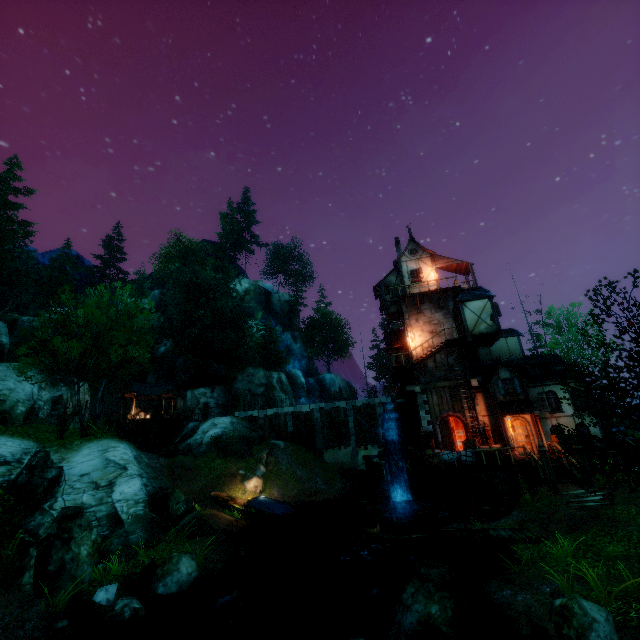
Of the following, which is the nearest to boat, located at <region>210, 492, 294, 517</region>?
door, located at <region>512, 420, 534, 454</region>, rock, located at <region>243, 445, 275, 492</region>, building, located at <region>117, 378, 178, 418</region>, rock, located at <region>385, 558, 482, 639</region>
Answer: rock, located at <region>243, 445, 275, 492</region>

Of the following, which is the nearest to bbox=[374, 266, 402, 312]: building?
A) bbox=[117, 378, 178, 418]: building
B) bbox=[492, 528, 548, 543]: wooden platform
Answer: bbox=[492, 528, 548, 543]: wooden platform

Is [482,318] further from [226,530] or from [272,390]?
[272,390]

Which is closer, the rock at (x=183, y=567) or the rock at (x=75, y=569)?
the rock at (x=75, y=569)

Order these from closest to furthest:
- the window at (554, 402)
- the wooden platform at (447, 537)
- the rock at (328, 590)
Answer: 1. the wooden platform at (447, 537)
2. the rock at (328, 590)
3. the window at (554, 402)

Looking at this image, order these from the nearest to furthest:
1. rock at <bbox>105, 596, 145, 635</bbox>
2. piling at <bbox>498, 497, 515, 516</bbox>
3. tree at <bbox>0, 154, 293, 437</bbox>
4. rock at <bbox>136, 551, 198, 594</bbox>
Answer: rock at <bbox>105, 596, 145, 635</bbox> → rock at <bbox>136, 551, 198, 594</bbox> → piling at <bbox>498, 497, 515, 516</bbox> → tree at <bbox>0, 154, 293, 437</bbox>

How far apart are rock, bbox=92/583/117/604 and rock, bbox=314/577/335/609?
8.0m

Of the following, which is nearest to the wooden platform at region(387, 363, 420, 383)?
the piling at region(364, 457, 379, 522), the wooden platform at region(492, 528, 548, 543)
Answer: the piling at region(364, 457, 379, 522)
